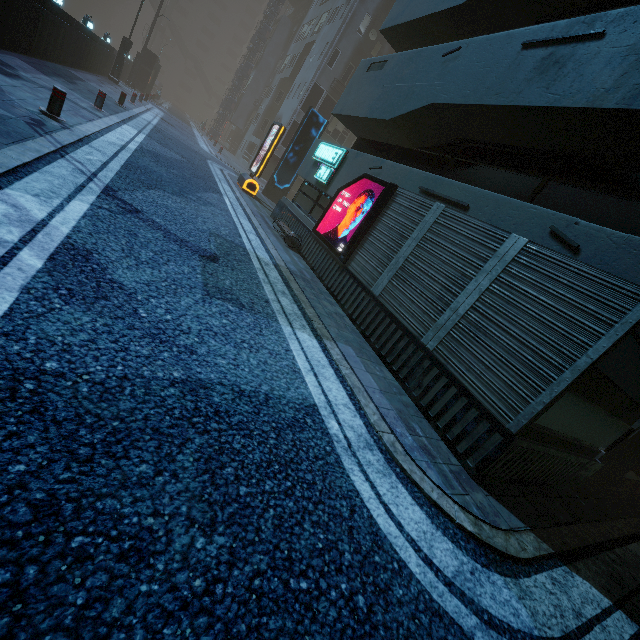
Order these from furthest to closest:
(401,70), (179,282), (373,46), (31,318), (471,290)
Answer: (373,46), (401,70), (471,290), (179,282), (31,318)

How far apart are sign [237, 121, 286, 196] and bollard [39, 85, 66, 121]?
Answer: 8.7 meters

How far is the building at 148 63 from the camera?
31.77m

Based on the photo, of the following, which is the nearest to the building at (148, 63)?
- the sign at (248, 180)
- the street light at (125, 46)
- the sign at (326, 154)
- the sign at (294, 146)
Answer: the sign at (326, 154)

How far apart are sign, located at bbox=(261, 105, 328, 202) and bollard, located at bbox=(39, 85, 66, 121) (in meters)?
12.84

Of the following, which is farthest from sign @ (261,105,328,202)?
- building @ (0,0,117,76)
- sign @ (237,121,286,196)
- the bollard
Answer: the bollard

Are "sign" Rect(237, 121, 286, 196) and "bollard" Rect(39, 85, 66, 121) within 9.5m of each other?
yes

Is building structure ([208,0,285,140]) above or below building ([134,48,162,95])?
above
